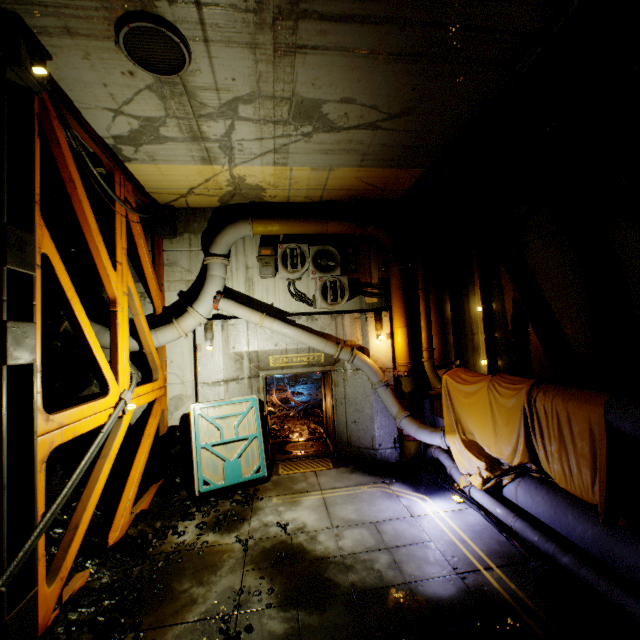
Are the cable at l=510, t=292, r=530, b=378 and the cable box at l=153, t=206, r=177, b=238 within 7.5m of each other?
no

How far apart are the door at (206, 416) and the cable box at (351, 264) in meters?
4.0 m

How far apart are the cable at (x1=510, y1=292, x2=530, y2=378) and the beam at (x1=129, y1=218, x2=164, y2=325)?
7.97m

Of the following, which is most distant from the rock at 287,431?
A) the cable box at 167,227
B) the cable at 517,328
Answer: the cable at 517,328

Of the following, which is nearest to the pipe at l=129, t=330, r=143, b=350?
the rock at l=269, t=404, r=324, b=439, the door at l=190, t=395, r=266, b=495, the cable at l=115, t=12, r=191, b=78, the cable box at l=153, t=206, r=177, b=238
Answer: the cable box at l=153, t=206, r=177, b=238

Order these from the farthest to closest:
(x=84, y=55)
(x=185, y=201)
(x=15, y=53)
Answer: (x=185, y=201) < (x=84, y=55) < (x=15, y=53)

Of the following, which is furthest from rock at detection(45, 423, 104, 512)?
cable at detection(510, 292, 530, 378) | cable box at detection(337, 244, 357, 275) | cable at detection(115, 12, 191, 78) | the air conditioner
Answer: cable at detection(510, 292, 530, 378)

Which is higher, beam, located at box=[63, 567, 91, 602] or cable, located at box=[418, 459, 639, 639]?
beam, located at box=[63, 567, 91, 602]
